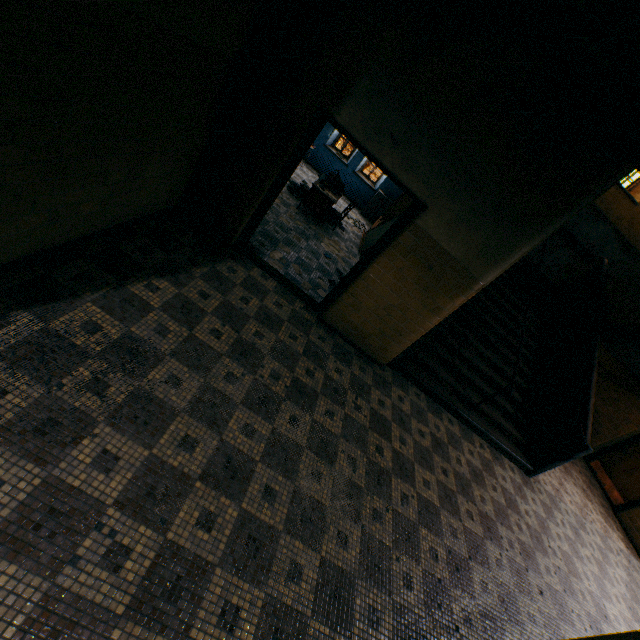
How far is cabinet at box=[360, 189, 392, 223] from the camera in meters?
11.2

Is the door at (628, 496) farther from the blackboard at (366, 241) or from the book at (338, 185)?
the book at (338, 185)

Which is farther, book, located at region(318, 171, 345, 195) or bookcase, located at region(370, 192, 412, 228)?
bookcase, located at region(370, 192, 412, 228)

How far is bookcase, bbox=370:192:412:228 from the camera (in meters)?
9.53

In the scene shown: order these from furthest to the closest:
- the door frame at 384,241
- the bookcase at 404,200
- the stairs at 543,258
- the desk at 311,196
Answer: the bookcase at 404,200, the desk at 311,196, the stairs at 543,258, the door frame at 384,241

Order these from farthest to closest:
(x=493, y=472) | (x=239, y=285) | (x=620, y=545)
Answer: (x=620, y=545), (x=493, y=472), (x=239, y=285)

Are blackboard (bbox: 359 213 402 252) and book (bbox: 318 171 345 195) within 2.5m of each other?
yes

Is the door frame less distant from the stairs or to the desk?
the stairs
